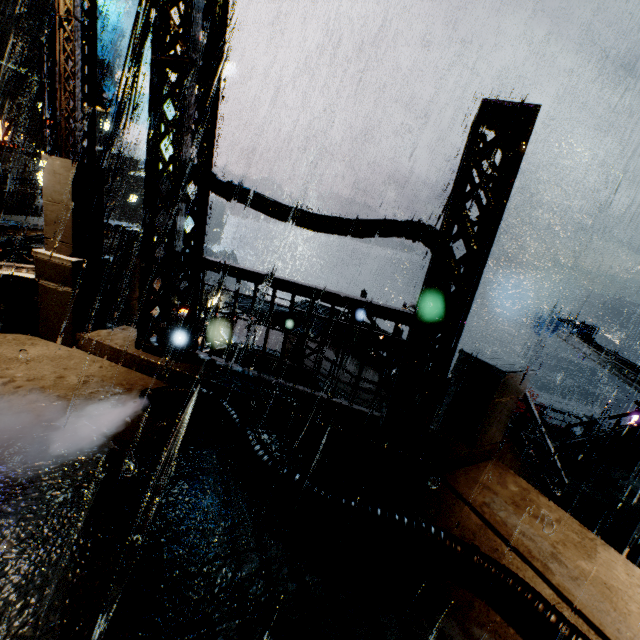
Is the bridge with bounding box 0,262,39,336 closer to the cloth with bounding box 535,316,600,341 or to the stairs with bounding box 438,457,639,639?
the stairs with bounding box 438,457,639,639

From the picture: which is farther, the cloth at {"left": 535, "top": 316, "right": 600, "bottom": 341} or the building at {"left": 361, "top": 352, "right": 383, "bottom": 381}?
the cloth at {"left": 535, "top": 316, "right": 600, "bottom": 341}

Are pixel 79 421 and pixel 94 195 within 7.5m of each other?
yes

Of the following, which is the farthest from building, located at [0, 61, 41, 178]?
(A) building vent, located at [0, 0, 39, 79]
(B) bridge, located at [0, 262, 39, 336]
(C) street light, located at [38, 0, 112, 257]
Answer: (A) building vent, located at [0, 0, 39, 79]

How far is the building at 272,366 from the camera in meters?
6.1

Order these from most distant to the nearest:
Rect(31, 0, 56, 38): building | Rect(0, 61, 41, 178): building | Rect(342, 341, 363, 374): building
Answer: Rect(31, 0, 56, 38): building → Rect(0, 61, 41, 178): building → Rect(342, 341, 363, 374): building

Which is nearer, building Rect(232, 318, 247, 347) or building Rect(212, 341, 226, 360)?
building Rect(212, 341, 226, 360)

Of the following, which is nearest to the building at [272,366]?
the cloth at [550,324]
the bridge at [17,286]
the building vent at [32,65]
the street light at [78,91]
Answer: the bridge at [17,286]
